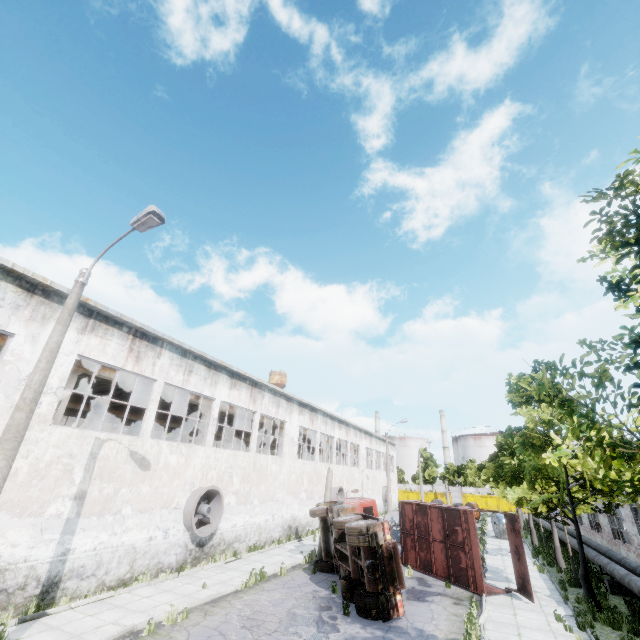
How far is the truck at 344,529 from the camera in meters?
10.8 m

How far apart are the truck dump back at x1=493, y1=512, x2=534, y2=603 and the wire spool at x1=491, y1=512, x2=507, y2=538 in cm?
1679

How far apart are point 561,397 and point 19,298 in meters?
15.1 m

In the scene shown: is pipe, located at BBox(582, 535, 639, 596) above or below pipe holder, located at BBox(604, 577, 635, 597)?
above

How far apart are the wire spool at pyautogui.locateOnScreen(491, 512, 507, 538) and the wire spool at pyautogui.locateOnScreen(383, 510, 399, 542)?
9.30m

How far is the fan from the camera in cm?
1530

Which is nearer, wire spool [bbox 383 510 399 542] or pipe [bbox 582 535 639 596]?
pipe [bbox 582 535 639 596]

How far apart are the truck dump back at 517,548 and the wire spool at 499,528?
16.79m
